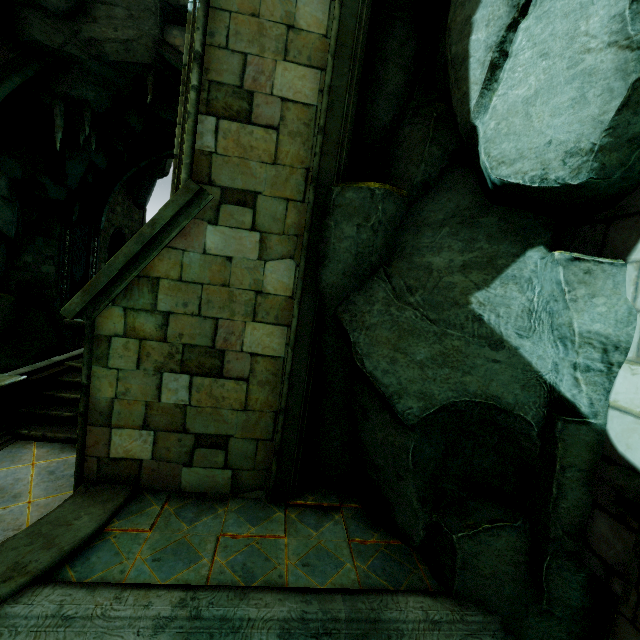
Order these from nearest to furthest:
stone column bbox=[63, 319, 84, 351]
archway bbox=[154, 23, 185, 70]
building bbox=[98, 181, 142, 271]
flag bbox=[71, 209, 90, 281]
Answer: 1. stone column bbox=[63, 319, 84, 351]
2. archway bbox=[154, 23, 185, 70]
3. flag bbox=[71, 209, 90, 281]
4. building bbox=[98, 181, 142, 271]

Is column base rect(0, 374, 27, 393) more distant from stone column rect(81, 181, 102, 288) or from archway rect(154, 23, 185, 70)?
stone column rect(81, 181, 102, 288)

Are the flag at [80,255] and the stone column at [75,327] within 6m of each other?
no

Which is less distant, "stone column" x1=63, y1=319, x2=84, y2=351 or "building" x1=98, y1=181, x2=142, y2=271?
"stone column" x1=63, y1=319, x2=84, y2=351

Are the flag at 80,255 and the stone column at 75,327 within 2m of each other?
no

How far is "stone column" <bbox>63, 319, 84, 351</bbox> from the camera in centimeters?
959cm

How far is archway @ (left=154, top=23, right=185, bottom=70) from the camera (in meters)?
13.27

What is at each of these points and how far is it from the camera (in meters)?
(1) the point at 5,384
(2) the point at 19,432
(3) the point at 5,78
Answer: (1) column base, 6.08
(2) stair, 6.32
(3) archway, 12.82
